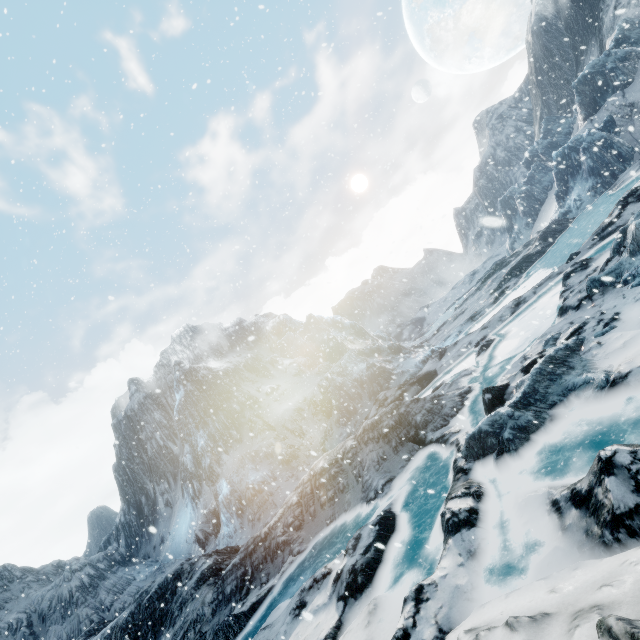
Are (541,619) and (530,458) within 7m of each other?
yes
